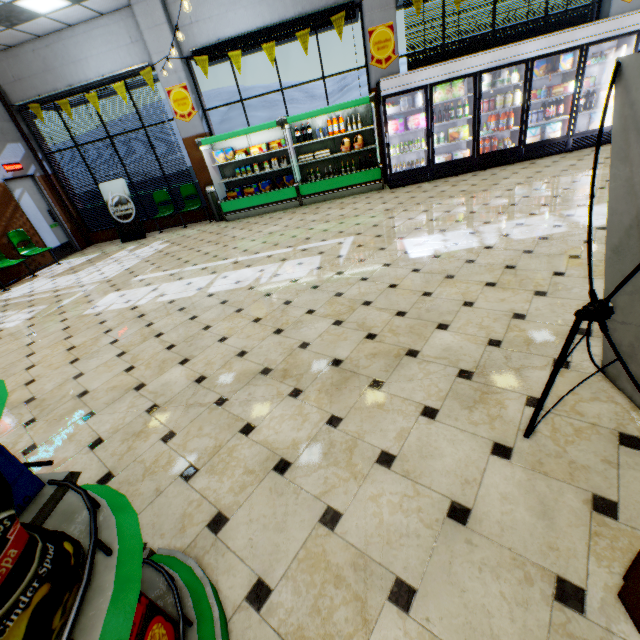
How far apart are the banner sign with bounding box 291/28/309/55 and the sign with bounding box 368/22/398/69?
1.25m

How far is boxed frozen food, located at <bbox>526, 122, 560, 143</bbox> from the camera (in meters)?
7.38

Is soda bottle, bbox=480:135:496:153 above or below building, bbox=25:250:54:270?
above

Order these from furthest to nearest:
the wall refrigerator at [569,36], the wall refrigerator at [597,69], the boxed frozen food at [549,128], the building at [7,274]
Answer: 1. the building at [7,274]
2. the boxed frozen food at [549,128]
3. the wall refrigerator at [597,69]
4. the wall refrigerator at [569,36]

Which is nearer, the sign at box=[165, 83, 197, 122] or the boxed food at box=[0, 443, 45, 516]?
the boxed food at box=[0, 443, 45, 516]

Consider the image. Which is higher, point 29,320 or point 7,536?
point 7,536

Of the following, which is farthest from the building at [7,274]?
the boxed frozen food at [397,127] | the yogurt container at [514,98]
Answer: the yogurt container at [514,98]

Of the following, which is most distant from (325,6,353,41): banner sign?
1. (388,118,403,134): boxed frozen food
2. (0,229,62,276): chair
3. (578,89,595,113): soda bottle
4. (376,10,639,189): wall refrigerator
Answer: (0,229,62,276): chair
